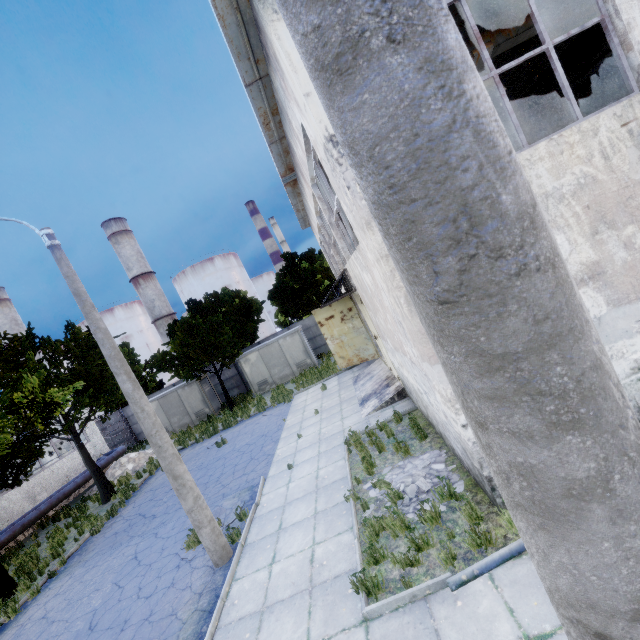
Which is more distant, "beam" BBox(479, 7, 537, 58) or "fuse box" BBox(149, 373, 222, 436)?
"fuse box" BBox(149, 373, 222, 436)

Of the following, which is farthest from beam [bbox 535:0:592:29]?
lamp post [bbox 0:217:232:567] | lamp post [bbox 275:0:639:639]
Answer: lamp post [bbox 275:0:639:639]

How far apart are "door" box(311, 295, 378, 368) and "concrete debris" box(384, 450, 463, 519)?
9.2m

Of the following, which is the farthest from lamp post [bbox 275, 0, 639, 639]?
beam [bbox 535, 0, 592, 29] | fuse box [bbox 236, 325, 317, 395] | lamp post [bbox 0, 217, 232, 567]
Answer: fuse box [bbox 236, 325, 317, 395]

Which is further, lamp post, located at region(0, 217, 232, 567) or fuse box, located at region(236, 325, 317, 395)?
fuse box, located at region(236, 325, 317, 395)

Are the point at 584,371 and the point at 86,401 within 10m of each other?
no

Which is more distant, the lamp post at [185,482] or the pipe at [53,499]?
the pipe at [53,499]

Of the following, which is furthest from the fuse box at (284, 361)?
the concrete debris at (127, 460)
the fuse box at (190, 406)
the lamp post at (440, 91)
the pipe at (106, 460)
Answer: the lamp post at (440, 91)
